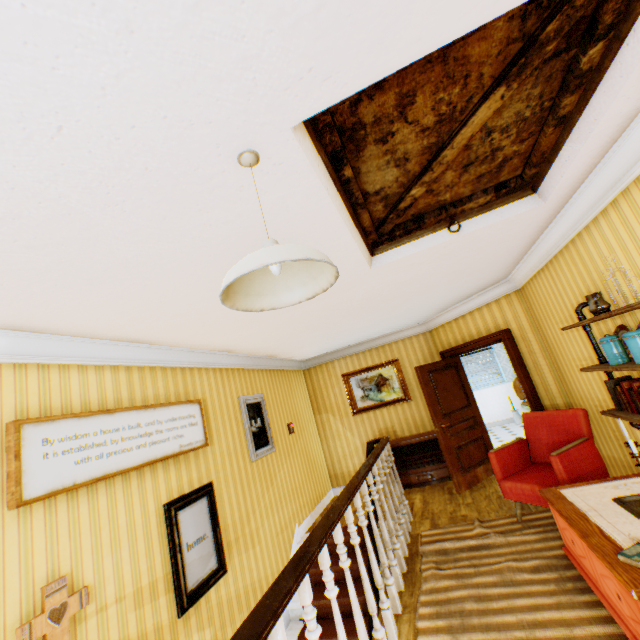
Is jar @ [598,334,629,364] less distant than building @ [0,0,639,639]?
No

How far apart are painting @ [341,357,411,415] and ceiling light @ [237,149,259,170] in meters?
6.4 m

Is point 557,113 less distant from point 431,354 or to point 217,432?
point 217,432

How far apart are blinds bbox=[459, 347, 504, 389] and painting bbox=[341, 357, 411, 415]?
4.1 meters

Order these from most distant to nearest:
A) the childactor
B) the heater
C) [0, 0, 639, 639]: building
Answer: the heater → the childactor → [0, 0, 639, 639]: building

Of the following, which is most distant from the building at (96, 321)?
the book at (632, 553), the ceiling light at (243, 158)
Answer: the book at (632, 553)

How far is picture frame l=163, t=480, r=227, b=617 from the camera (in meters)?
3.15

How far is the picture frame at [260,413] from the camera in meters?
5.0
